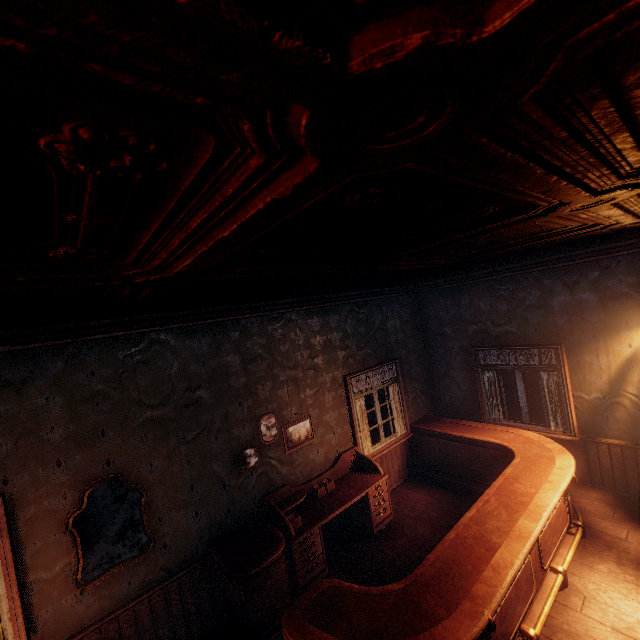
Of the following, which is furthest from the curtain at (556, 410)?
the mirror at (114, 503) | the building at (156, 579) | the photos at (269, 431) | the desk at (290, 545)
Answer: the mirror at (114, 503)

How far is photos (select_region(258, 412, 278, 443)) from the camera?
4.7m

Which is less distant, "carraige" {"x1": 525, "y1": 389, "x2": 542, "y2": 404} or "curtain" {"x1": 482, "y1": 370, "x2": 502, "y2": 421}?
"curtain" {"x1": 482, "y1": 370, "x2": 502, "y2": 421}

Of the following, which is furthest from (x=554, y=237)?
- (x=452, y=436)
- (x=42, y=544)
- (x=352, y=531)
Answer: (x=42, y=544)

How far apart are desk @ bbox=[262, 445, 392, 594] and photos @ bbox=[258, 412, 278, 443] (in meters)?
0.45

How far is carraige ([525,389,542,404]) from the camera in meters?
9.2 m

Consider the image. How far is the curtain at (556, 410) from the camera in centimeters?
558cm

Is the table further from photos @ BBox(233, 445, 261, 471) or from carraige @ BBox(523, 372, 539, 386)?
carraige @ BBox(523, 372, 539, 386)
